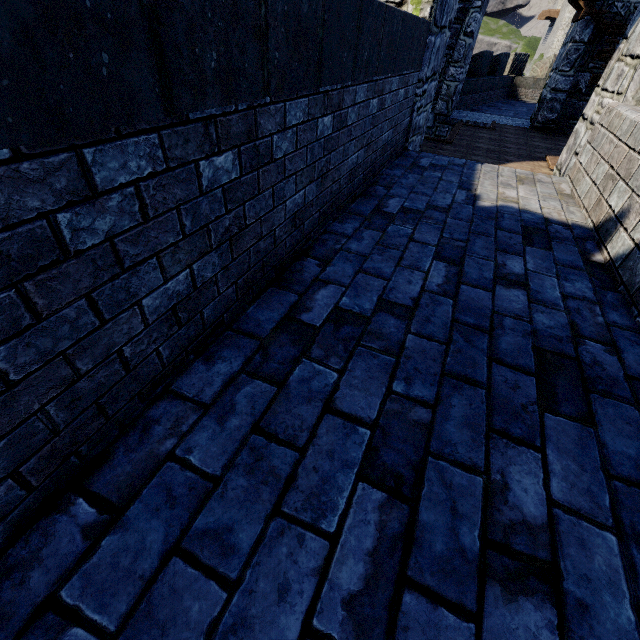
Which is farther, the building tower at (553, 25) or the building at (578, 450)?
the building tower at (553, 25)

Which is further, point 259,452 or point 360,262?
point 360,262

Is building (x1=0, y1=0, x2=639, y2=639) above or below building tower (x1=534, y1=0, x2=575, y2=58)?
below

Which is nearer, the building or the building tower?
the building

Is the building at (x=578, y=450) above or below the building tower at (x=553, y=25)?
below
